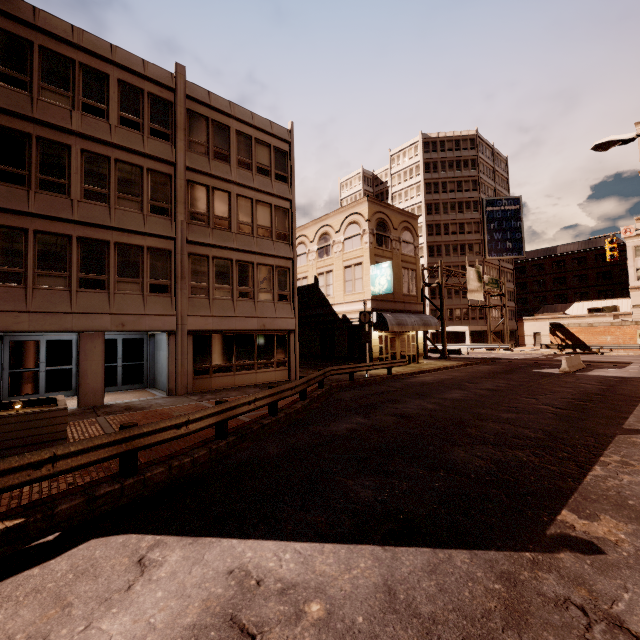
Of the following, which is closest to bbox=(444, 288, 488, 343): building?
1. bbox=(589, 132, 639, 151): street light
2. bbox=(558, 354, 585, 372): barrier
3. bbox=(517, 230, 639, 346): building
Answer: bbox=(517, 230, 639, 346): building

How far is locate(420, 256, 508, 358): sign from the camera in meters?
33.2

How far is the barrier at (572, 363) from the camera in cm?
2077

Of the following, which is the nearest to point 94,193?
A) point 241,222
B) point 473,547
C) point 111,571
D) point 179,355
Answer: point 241,222

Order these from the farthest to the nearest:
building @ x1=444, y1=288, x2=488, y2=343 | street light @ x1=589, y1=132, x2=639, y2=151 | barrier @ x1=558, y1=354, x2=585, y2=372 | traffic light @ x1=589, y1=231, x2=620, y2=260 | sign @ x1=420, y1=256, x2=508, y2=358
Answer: building @ x1=444, y1=288, x2=488, y2=343
sign @ x1=420, y1=256, x2=508, y2=358
traffic light @ x1=589, y1=231, x2=620, y2=260
barrier @ x1=558, y1=354, x2=585, y2=372
street light @ x1=589, y1=132, x2=639, y2=151

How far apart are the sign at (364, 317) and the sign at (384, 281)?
3.52m

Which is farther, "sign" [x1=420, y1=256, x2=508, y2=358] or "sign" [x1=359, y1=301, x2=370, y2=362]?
"sign" [x1=420, y1=256, x2=508, y2=358]

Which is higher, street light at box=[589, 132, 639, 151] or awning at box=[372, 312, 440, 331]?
street light at box=[589, 132, 639, 151]
